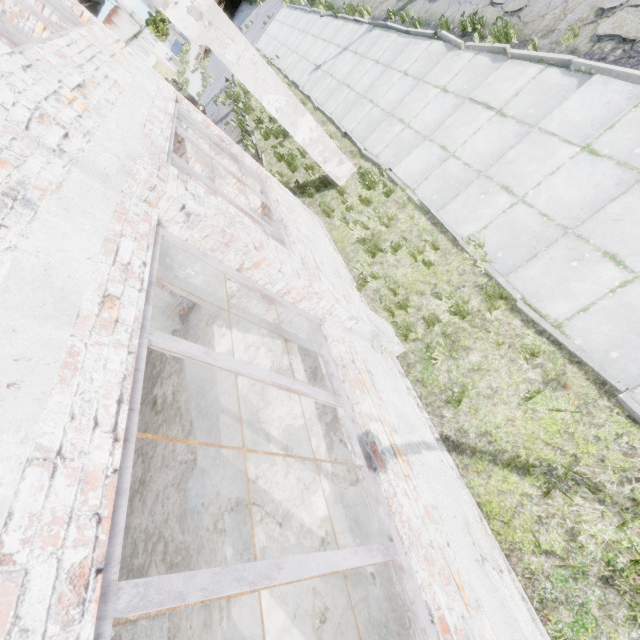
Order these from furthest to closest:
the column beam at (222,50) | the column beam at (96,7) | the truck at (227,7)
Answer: the truck at (227,7), the column beam at (96,7), the column beam at (222,50)

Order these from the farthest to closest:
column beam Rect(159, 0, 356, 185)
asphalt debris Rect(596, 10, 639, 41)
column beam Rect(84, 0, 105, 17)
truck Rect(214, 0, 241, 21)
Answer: truck Rect(214, 0, 241, 21), column beam Rect(84, 0, 105, 17), column beam Rect(159, 0, 356, 185), asphalt debris Rect(596, 10, 639, 41)

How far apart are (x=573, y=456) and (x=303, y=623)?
3.5 meters

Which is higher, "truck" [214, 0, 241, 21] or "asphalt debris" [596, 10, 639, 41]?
"truck" [214, 0, 241, 21]

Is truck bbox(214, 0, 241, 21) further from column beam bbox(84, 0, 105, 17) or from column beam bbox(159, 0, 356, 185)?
column beam bbox(159, 0, 356, 185)

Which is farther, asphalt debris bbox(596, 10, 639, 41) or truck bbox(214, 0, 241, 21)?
truck bbox(214, 0, 241, 21)

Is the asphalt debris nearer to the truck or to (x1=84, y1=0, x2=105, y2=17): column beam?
(x1=84, y1=0, x2=105, y2=17): column beam

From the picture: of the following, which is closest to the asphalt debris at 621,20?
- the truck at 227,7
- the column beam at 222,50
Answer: the column beam at 222,50
